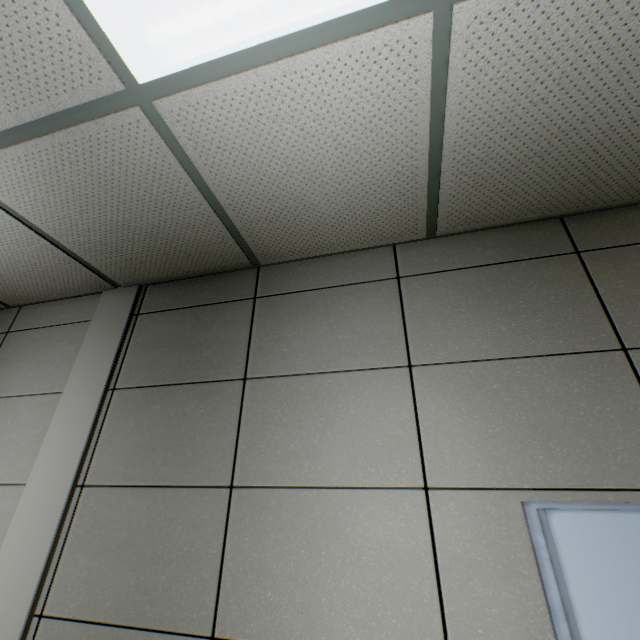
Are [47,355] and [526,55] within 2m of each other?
no
